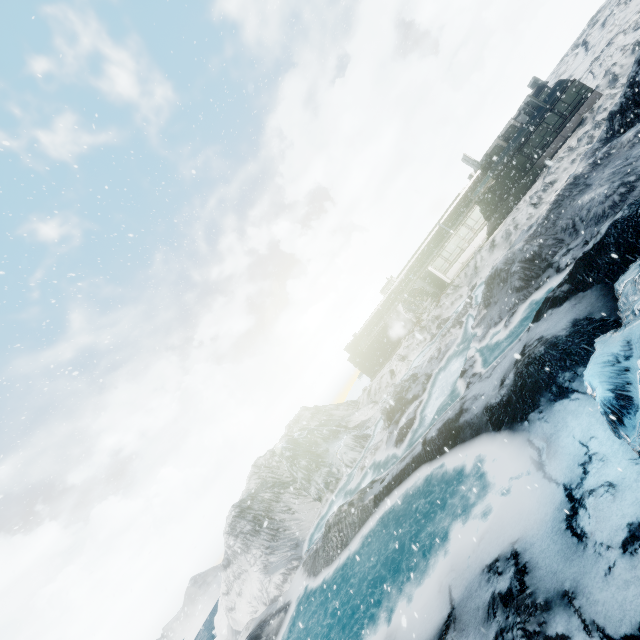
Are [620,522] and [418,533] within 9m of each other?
yes
